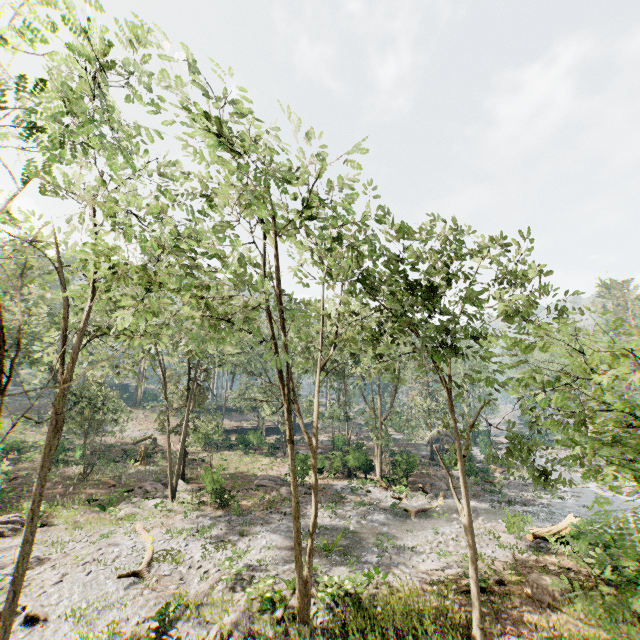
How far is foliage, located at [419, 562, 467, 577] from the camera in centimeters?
1552cm

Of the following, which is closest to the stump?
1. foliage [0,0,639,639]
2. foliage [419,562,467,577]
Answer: foliage [419,562,467,577]

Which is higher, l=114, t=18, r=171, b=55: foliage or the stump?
l=114, t=18, r=171, b=55: foliage

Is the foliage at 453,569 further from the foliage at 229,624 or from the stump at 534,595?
the foliage at 229,624

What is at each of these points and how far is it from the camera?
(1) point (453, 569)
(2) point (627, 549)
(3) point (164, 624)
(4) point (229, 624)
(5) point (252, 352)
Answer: (1) foliage, 15.74m
(2) foliage, 2.88m
(3) foliage, 8.06m
(4) foliage, 11.52m
(5) foliage, 50.06m

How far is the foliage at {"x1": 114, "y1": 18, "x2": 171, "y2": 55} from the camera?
6.52m

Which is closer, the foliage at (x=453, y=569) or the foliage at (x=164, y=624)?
the foliage at (x=164, y=624)

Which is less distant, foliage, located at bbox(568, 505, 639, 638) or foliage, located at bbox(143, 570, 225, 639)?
foliage, located at bbox(568, 505, 639, 638)
